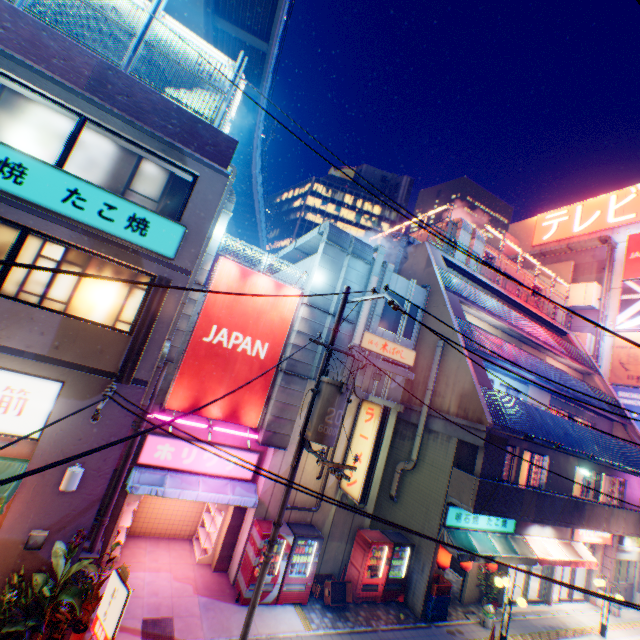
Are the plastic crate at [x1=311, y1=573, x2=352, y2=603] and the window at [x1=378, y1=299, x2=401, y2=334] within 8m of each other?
no

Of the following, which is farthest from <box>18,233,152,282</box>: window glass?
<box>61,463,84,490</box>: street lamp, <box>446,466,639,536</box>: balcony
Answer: <box>446,466,639,536</box>: balcony

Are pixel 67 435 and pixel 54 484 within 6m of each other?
yes

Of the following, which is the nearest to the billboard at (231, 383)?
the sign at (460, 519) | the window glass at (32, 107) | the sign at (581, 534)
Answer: the window glass at (32, 107)

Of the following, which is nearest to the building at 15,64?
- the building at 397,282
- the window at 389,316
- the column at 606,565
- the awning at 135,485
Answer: the awning at 135,485

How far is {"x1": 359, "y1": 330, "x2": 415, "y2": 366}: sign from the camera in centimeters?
1278cm

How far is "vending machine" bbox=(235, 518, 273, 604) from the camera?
9.8m

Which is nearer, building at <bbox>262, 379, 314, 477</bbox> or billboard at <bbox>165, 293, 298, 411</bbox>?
billboard at <bbox>165, 293, 298, 411</bbox>
